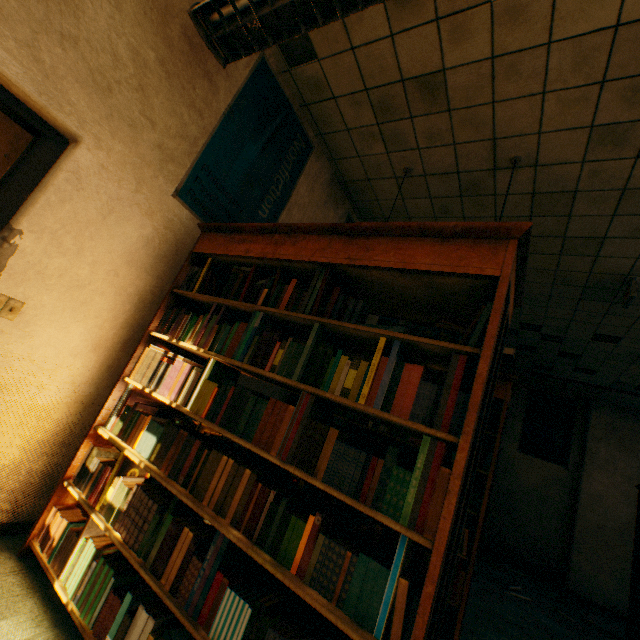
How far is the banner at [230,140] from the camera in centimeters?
251cm

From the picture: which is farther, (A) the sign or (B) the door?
(A) the sign

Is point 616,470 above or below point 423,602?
above

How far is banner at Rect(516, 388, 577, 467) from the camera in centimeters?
738cm

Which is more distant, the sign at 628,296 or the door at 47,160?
the sign at 628,296

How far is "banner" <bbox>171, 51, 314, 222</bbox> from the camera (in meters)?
2.51

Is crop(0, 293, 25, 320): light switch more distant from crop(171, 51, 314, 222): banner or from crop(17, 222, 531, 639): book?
crop(171, 51, 314, 222): banner

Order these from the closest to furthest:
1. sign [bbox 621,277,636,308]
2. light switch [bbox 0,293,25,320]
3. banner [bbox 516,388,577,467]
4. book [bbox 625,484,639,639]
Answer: light switch [bbox 0,293,25,320], sign [bbox 621,277,636,308], book [bbox 625,484,639,639], banner [bbox 516,388,577,467]
